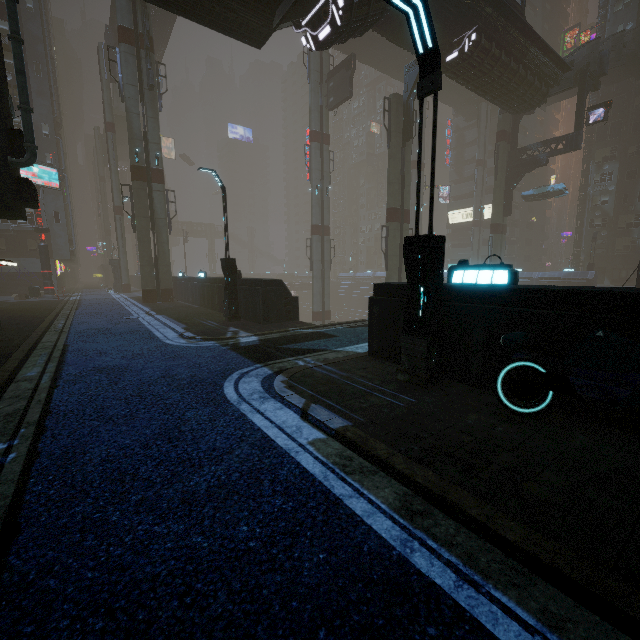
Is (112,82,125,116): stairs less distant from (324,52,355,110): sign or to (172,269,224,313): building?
(172,269,224,313): building

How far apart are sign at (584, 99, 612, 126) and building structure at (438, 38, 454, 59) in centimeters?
1633cm

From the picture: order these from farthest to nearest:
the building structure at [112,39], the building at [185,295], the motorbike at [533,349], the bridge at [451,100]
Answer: the bridge at [451,100] < the building structure at [112,39] < the building at [185,295] < the motorbike at [533,349]

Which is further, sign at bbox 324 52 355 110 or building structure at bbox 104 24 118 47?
building structure at bbox 104 24 118 47

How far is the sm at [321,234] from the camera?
31.14m

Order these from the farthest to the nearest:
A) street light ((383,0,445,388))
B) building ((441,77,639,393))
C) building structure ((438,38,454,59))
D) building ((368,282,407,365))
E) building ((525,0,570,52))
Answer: building ((525,0,570,52)) → building structure ((438,38,454,59)) → building ((368,282,407,365)) → street light ((383,0,445,388)) → building ((441,77,639,393))

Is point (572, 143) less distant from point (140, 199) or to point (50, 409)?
point (140, 199)

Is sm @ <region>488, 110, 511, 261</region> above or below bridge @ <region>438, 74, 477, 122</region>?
below
